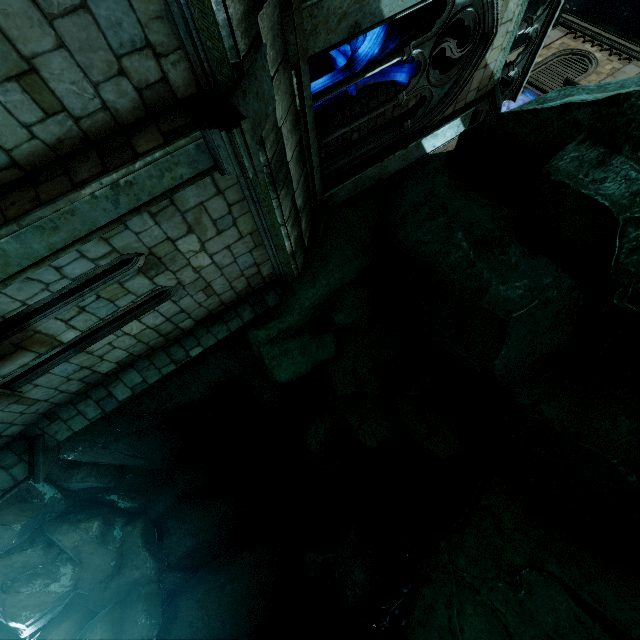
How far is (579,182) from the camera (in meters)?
4.15

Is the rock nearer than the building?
No

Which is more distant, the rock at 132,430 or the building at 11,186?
the rock at 132,430
